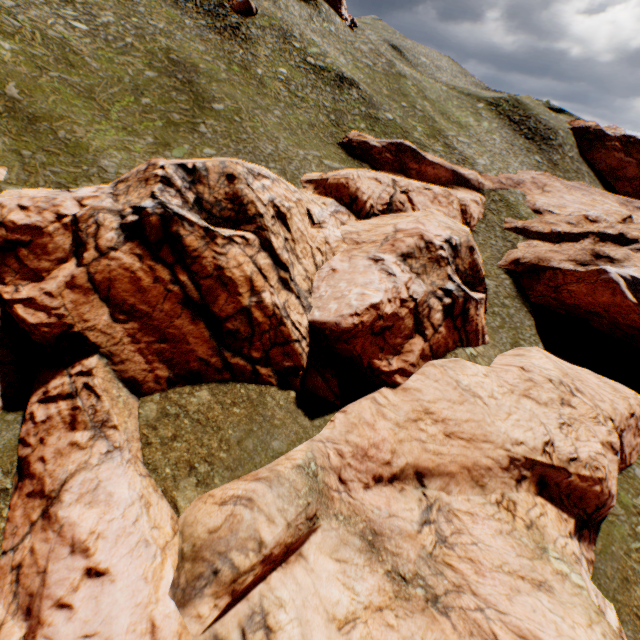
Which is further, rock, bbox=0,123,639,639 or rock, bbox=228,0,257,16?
rock, bbox=228,0,257,16

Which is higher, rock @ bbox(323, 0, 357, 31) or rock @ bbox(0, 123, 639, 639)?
rock @ bbox(323, 0, 357, 31)

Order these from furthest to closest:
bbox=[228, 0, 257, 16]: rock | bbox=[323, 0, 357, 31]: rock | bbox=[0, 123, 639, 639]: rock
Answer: bbox=[323, 0, 357, 31]: rock → bbox=[228, 0, 257, 16]: rock → bbox=[0, 123, 639, 639]: rock

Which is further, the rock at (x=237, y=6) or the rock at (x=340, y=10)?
the rock at (x=340, y=10)

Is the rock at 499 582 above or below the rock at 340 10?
below

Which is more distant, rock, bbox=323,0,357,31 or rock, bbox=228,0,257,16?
rock, bbox=323,0,357,31

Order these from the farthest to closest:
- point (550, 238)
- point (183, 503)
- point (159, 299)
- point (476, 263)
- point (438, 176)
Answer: point (438, 176), point (550, 238), point (476, 263), point (159, 299), point (183, 503)
